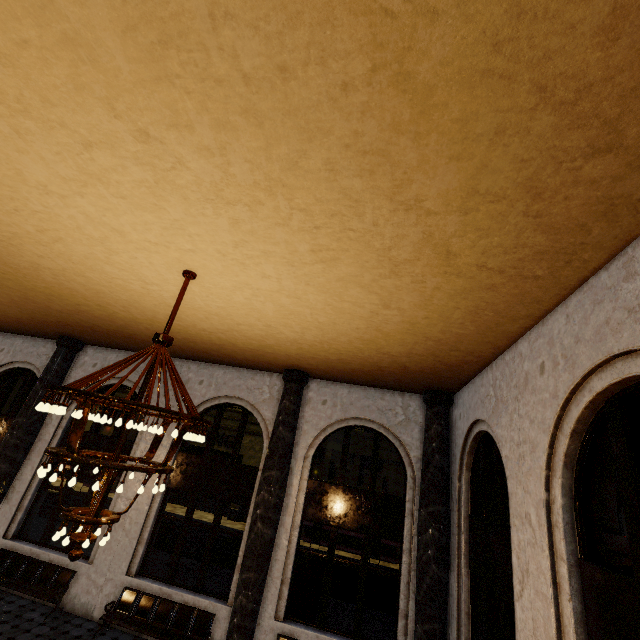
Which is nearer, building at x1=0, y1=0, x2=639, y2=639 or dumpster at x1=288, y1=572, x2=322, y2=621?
building at x1=0, y1=0, x2=639, y2=639

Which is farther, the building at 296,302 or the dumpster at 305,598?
the dumpster at 305,598

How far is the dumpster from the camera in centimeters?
939cm

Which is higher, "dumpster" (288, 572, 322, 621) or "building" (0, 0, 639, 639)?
"building" (0, 0, 639, 639)

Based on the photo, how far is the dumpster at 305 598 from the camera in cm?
939

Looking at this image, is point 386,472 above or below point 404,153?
below
